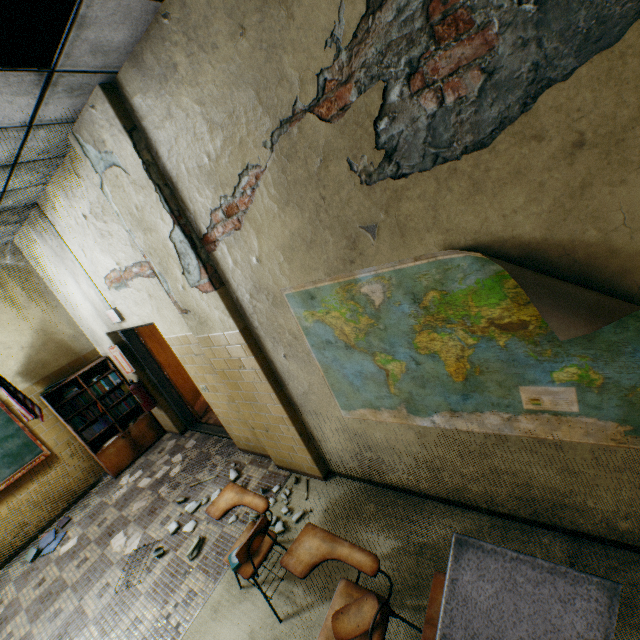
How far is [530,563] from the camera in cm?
138

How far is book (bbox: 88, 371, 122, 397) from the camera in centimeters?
534cm

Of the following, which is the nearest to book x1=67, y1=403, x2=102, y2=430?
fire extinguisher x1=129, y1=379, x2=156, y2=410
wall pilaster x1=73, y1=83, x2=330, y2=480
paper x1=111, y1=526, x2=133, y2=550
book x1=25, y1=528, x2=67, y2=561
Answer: fire extinguisher x1=129, y1=379, x2=156, y2=410

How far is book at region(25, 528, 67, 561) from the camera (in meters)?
4.41

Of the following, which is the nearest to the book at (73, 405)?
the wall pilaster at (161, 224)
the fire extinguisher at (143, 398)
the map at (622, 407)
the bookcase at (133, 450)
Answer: the bookcase at (133, 450)

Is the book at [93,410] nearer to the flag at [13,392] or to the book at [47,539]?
the flag at [13,392]

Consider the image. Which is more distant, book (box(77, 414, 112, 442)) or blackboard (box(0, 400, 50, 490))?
book (box(77, 414, 112, 442))

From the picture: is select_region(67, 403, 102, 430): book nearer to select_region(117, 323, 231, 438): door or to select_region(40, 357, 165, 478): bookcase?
select_region(40, 357, 165, 478): bookcase
